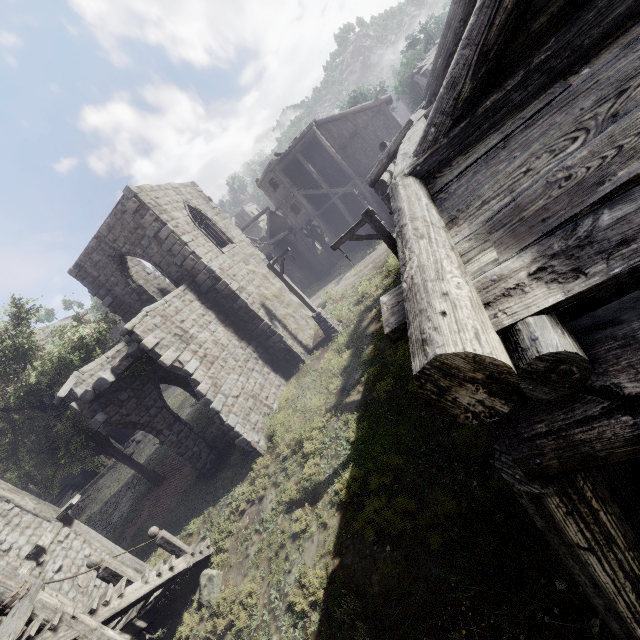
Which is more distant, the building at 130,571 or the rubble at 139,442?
the rubble at 139,442

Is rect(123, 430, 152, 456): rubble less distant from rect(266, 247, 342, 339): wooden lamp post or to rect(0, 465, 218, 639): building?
rect(0, 465, 218, 639): building

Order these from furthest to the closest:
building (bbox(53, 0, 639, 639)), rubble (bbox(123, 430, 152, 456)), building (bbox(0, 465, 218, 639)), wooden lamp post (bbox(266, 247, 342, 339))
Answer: rubble (bbox(123, 430, 152, 456))
wooden lamp post (bbox(266, 247, 342, 339))
building (bbox(0, 465, 218, 639))
building (bbox(53, 0, 639, 639))

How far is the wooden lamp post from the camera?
16.5m

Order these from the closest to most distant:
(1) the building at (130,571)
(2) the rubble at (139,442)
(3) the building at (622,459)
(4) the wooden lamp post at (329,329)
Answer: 1. (3) the building at (622,459)
2. (1) the building at (130,571)
3. (4) the wooden lamp post at (329,329)
4. (2) the rubble at (139,442)

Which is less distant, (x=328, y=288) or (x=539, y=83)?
(x=539, y=83)
